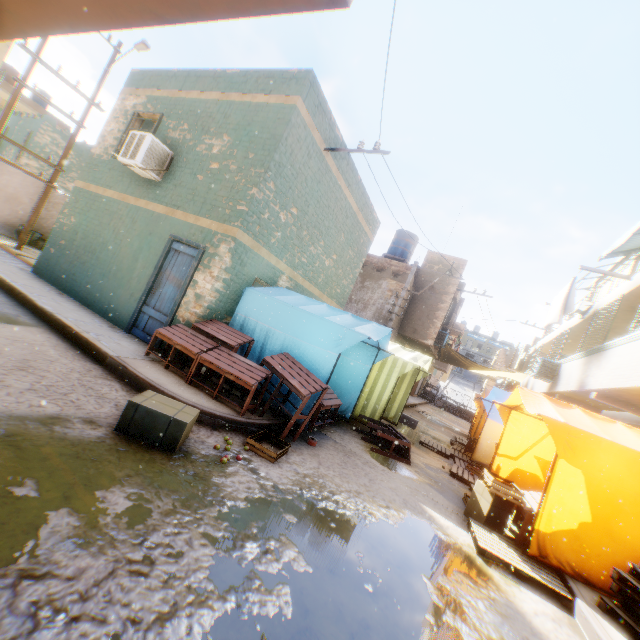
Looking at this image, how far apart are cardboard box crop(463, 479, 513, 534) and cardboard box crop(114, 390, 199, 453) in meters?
5.1

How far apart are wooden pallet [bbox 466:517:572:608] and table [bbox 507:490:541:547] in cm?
1

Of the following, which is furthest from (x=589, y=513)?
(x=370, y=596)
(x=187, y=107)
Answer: (x=187, y=107)

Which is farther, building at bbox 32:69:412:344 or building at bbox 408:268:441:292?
building at bbox 408:268:441:292

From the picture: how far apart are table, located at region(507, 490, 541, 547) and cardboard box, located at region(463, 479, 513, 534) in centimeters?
13cm

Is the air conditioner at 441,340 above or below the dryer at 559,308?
below

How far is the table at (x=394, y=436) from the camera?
7.5m

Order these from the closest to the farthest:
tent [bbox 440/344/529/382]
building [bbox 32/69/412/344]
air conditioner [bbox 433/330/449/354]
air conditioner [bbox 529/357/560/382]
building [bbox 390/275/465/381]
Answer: building [bbox 32/69/412/344]
air conditioner [bbox 529/357/560/382]
building [bbox 390/275/465/381]
air conditioner [bbox 433/330/449/354]
tent [bbox 440/344/529/382]
